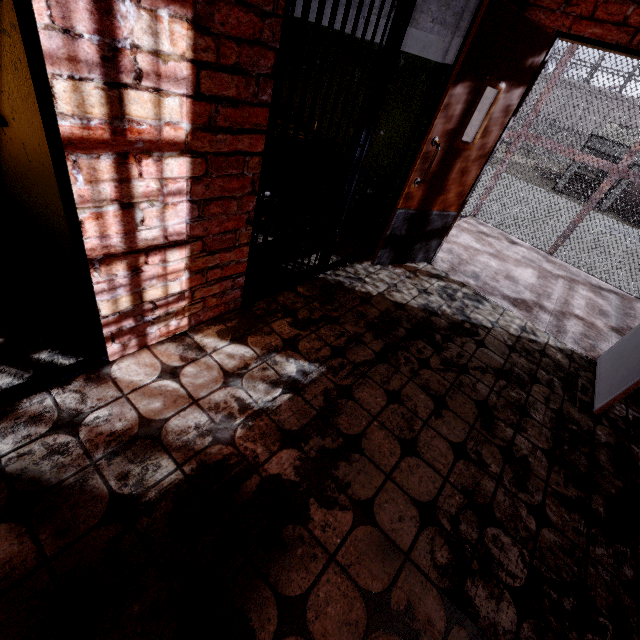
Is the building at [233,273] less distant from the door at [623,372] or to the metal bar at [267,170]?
the metal bar at [267,170]

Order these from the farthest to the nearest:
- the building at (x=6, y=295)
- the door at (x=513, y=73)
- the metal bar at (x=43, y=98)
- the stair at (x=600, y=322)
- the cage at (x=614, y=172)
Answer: the cage at (x=614, y=172) → the stair at (x=600, y=322) → the door at (x=513, y=73) → the building at (x=6, y=295) → the metal bar at (x=43, y=98)

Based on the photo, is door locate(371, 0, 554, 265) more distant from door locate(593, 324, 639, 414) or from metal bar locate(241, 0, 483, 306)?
door locate(593, 324, 639, 414)

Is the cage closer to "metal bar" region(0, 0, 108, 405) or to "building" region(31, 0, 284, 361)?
"building" region(31, 0, 284, 361)

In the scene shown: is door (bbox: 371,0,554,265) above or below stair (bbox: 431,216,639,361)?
above

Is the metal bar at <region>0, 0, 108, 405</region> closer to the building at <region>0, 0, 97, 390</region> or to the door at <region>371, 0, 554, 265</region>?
the building at <region>0, 0, 97, 390</region>

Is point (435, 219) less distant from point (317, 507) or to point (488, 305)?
point (488, 305)

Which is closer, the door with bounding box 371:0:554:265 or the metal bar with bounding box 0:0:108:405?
the metal bar with bounding box 0:0:108:405
